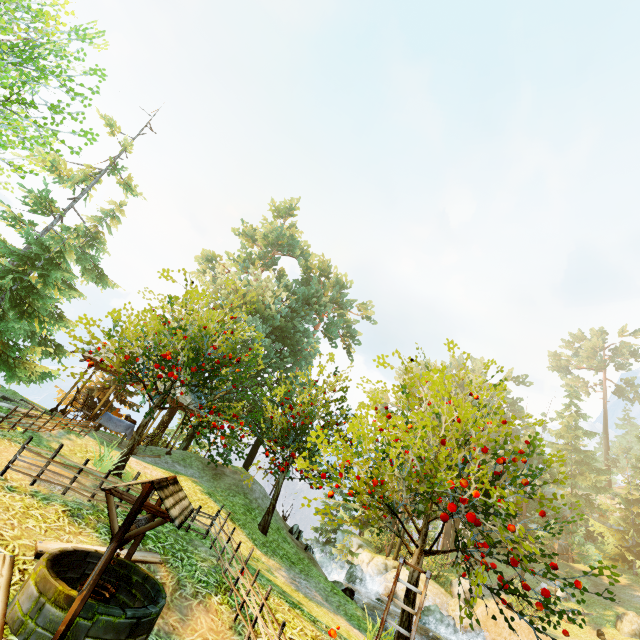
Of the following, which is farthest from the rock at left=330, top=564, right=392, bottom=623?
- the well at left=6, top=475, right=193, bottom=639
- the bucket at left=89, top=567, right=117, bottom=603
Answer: the bucket at left=89, top=567, right=117, bottom=603

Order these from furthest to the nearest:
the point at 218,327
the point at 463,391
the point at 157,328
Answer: the point at 463,391
the point at 218,327
the point at 157,328

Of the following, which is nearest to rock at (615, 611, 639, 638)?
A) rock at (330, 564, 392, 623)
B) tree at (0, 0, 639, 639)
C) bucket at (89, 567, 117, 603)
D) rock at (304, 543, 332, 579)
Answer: tree at (0, 0, 639, 639)

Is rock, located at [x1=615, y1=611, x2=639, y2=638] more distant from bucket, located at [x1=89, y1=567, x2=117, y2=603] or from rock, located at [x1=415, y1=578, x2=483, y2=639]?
bucket, located at [x1=89, y1=567, x2=117, y2=603]

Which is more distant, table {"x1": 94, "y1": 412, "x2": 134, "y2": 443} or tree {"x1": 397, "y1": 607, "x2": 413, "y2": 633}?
table {"x1": 94, "y1": 412, "x2": 134, "y2": 443}

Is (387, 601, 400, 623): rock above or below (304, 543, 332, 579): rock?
below

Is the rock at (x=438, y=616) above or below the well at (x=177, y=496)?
below

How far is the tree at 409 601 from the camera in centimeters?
654cm
